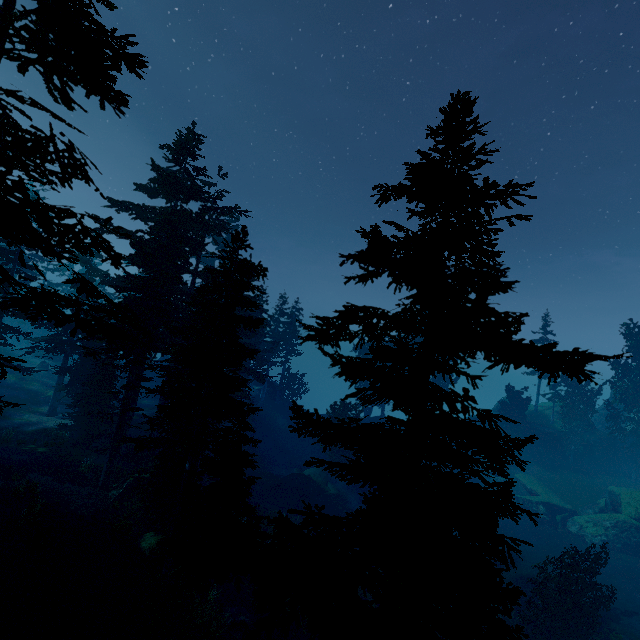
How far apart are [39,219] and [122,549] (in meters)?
14.56

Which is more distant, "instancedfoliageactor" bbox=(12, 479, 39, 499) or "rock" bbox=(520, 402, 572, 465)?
"rock" bbox=(520, 402, 572, 465)

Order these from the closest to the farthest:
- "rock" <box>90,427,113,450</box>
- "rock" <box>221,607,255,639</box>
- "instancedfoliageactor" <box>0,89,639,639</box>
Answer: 1. "instancedfoliageactor" <box>0,89,639,639</box>
2. "rock" <box>221,607,255,639</box>
3. "rock" <box>90,427,113,450</box>

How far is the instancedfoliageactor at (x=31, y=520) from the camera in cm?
1409

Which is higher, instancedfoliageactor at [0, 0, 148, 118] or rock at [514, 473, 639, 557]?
instancedfoliageactor at [0, 0, 148, 118]

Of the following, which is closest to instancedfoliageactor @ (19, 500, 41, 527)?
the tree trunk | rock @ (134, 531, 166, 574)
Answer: rock @ (134, 531, 166, 574)

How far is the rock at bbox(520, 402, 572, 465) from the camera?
43.2 meters
